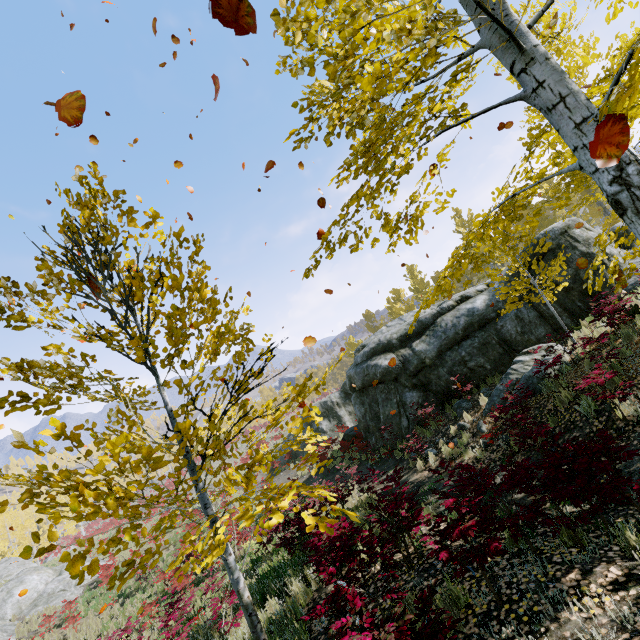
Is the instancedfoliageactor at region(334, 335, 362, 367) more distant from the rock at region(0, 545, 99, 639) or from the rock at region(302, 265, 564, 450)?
the rock at region(0, 545, 99, 639)

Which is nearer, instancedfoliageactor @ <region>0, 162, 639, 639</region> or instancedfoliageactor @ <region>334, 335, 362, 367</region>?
instancedfoliageactor @ <region>0, 162, 639, 639</region>

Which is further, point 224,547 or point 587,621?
point 587,621

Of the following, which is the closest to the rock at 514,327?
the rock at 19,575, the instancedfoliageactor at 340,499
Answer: the instancedfoliageactor at 340,499

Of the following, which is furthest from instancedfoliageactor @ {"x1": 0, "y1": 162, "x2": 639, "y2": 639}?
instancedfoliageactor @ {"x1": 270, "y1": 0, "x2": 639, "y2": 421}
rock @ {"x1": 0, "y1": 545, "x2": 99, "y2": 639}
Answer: rock @ {"x1": 0, "y1": 545, "x2": 99, "y2": 639}

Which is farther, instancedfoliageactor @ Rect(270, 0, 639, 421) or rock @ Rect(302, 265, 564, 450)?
rock @ Rect(302, 265, 564, 450)

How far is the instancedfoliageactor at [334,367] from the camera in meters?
3.6

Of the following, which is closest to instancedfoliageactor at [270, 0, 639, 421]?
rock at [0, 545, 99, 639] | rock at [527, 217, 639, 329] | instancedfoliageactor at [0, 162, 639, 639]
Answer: rock at [527, 217, 639, 329]
